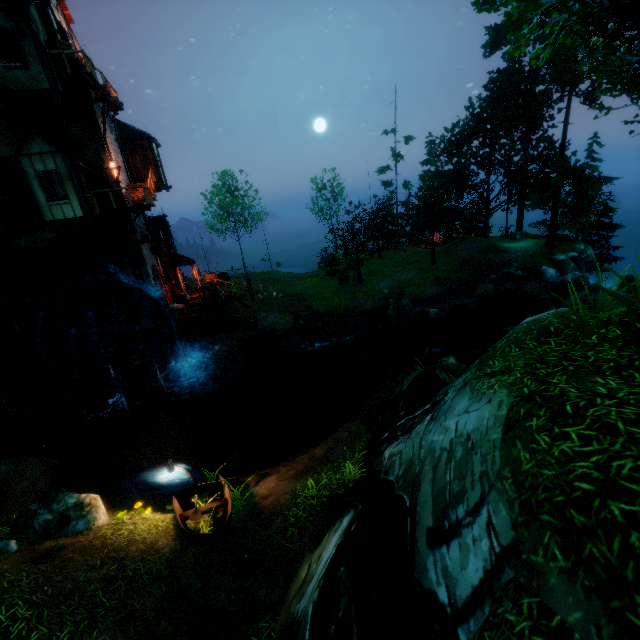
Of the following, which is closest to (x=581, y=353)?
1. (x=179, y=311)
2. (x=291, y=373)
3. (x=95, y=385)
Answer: (x=291, y=373)

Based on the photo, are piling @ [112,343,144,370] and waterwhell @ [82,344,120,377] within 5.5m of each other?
yes

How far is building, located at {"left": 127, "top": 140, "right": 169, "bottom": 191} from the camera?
20.92m

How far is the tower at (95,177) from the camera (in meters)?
17.50

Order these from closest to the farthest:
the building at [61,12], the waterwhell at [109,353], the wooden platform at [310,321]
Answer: the waterwhell at [109,353], the building at [61,12], the wooden platform at [310,321]

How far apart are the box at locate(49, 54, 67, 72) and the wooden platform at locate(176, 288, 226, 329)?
13.2m

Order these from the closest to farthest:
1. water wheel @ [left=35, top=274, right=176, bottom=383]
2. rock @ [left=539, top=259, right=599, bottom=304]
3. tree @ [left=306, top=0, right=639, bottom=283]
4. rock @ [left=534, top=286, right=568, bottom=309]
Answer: tree @ [left=306, top=0, right=639, bottom=283] < water wheel @ [left=35, top=274, right=176, bottom=383] < rock @ [left=534, top=286, right=568, bottom=309] < rock @ [left=539, top=259, right=599, bottom=304]

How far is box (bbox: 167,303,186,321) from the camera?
20.2m
